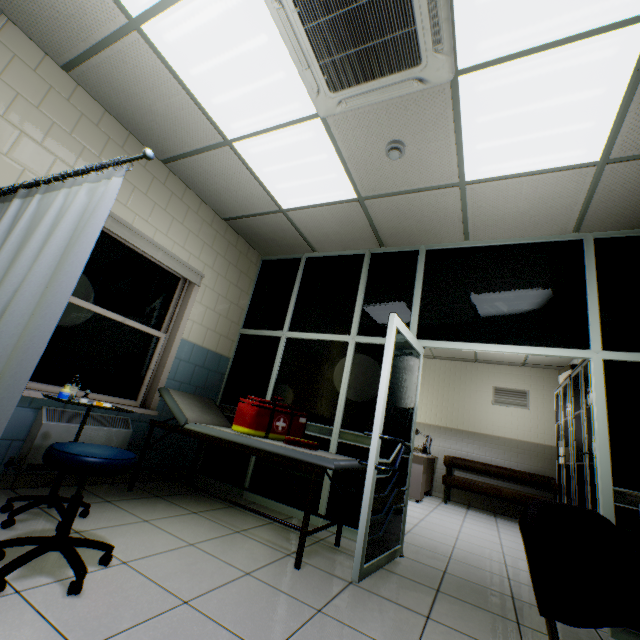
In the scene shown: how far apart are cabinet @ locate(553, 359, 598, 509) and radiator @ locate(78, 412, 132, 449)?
4.90m

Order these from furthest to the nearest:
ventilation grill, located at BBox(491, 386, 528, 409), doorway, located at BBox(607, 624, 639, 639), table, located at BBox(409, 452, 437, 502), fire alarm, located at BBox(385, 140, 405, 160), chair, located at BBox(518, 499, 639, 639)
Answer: ventilation grill, located at BBox(491, 386, 528, 409) → table, located at BBox(409, 452, 437, 502) → fire alarm, located at BBox(385, 140, 405, 160) → doorway, located at BBox(607, 624, 639, 639) → chair, located at BBox(518, 499, 639, 639)

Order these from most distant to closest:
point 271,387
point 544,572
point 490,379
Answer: point 490,379, point 271,387, point 544,572

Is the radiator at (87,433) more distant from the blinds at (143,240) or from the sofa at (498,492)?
the sofa at (498,492)

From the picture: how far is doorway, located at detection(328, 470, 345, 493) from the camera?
3.3m

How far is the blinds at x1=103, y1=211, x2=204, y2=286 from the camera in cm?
307

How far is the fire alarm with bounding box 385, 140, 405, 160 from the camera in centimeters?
267cm

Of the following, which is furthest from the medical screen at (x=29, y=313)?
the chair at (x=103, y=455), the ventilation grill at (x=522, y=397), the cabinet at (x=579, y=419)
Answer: the ventilation grill at (x=522, y=397)
